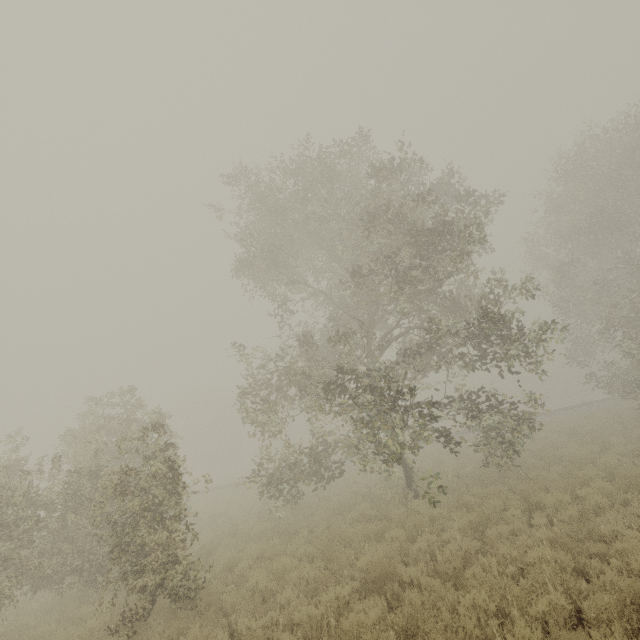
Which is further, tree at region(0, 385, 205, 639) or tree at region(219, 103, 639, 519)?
tree at region(219, 103, 639, 519)

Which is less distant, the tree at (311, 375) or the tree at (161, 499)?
the tree at (161, 499)

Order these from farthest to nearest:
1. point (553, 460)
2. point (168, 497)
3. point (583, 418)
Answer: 1. point (583, 418)
2. point (553, 460)
3. point (168, 497)
